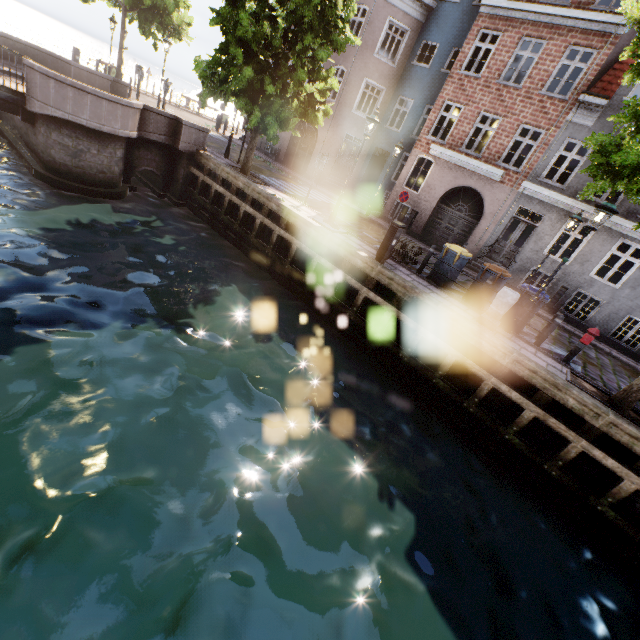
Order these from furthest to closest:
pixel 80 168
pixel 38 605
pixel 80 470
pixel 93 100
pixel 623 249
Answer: pixel 623 249, pixel 80 168, pixel 93 100, pixel 80 470, pixel 38 605

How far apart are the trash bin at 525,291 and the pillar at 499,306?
0.88m

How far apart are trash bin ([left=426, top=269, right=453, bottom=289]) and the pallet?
0.7m

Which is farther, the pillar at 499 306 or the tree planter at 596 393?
the pillar at 499 306

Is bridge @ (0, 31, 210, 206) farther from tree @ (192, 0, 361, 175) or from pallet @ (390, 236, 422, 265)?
pallet @ (390, 236, 422, 265)

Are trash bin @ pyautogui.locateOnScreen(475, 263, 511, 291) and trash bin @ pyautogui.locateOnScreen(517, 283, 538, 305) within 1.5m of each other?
yes

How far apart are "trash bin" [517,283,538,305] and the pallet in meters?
3.2

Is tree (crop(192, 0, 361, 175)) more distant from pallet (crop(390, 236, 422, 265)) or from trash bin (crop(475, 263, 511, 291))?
pallet (crop(390, 236, 422, 265))
